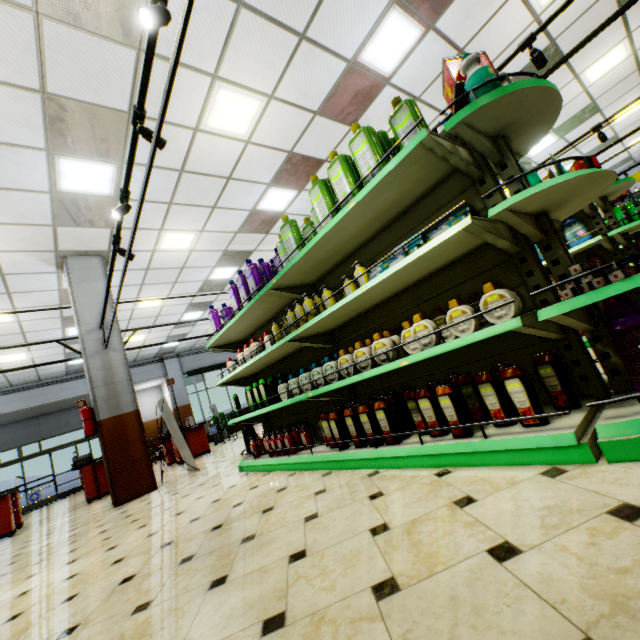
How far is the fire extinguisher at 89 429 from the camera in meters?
6.0 m

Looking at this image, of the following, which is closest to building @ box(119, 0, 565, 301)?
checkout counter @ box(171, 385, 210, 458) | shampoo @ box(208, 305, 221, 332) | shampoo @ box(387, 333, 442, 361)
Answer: checkout counter @ box(171, 385, 210, 458)

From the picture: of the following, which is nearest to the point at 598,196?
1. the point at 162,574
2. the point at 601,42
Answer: the point at 162,574

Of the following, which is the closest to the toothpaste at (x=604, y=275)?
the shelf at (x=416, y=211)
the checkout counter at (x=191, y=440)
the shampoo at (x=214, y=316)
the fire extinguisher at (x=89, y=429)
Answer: the shelf at (x=416, y=211)

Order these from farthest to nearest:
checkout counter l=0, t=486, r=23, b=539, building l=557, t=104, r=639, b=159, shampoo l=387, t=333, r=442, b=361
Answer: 1. building l=557, t=104, r=639, b=159
2. checkout counter l=0, t=486, r=23, b=539
3. shampoo l=387, t=333, r=442, b=361

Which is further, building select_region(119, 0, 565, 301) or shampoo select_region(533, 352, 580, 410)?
building select_region(119, 0, 565, 301)

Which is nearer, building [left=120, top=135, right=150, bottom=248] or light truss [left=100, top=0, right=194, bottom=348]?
light truss [left=100, top=0, right=194, bottom=348]

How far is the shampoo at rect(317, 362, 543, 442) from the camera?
1.8m
